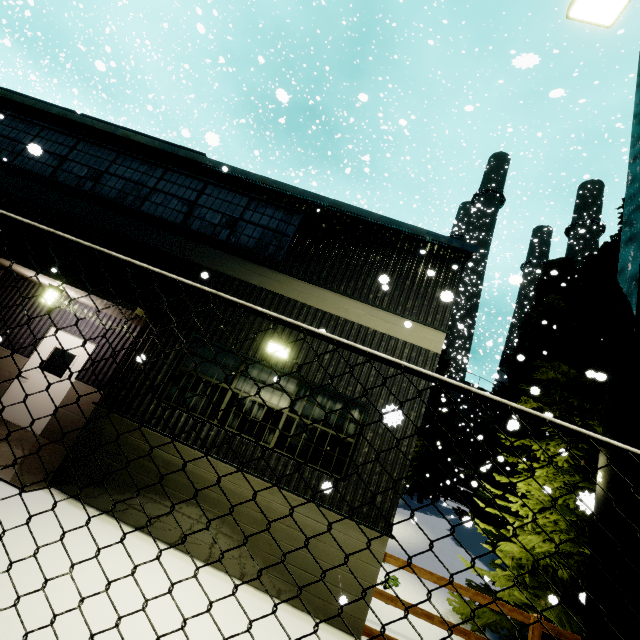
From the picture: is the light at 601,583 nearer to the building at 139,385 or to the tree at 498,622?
the building at 139,385

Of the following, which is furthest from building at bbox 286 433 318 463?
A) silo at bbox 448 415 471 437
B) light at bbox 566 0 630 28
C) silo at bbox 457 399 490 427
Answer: silo at bbox 457 399 490 427

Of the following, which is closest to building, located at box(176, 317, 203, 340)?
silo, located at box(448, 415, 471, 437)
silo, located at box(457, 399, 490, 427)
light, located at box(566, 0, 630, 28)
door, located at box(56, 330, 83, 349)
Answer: door, located at box(56, 330, 83, 349)

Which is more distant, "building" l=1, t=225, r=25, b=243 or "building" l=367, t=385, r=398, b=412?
"building" l=1, t=225, r=25, b=243

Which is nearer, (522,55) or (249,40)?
(522,55)

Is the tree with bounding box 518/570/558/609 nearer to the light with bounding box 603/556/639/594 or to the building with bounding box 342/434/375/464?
the building with bounding box 342/434/375/464

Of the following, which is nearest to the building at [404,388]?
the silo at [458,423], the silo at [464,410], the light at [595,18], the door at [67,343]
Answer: the door at [67,343]

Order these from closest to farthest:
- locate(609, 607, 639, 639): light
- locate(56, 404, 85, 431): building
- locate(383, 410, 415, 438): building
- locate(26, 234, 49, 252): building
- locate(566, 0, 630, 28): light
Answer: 1. locate(609, 607, 639, 639): light
2. locate(383, 410, 415, 438): building
3. locate(566, 0, 630, 28): light
4. locate(26, 234, 49, 252): building
5. locate(56, 404, 85, 431): building
